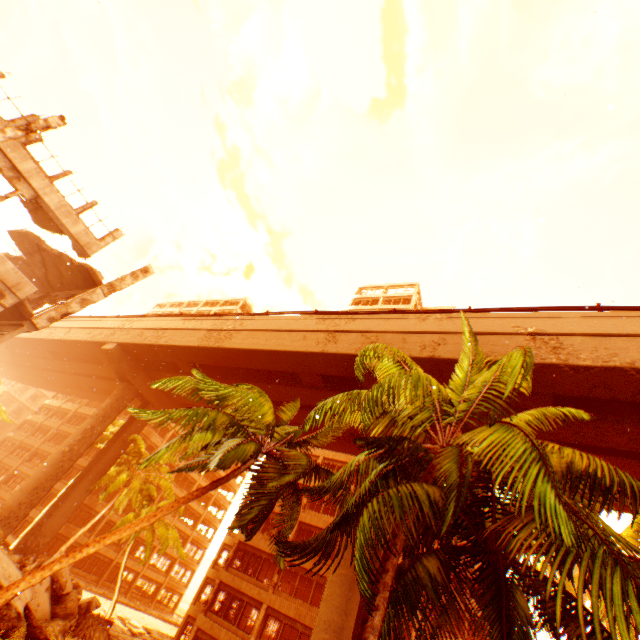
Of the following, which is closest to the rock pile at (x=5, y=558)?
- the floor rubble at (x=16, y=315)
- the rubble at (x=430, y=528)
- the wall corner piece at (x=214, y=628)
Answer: the rubble at (x=430, y=528)

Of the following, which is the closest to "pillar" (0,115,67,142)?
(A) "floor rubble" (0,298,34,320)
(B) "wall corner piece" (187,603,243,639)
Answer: (A) "floor rubble" (0,298,34,320)

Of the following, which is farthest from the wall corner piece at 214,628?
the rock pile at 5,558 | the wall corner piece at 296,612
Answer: the rock pile at 5,558

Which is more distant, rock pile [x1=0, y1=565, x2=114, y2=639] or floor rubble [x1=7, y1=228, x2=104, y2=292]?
floor rubble [x1=7, y1=228, x2=104, y2=292]

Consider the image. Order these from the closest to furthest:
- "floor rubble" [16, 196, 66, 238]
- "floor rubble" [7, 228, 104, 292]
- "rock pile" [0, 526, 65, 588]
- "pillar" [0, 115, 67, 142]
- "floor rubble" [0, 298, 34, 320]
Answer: "rock pile" [0, 526, 65, 588]
"pillar" [0, 115, 67, 142]
"floor rubble" [0, 298, 34, 320]
"floor rubble" [16, 196, 66, 238]
"floor rubble" [7, 228, 104, 292]

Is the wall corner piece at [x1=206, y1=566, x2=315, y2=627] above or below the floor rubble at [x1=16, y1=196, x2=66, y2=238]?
below

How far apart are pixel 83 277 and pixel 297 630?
40.95m

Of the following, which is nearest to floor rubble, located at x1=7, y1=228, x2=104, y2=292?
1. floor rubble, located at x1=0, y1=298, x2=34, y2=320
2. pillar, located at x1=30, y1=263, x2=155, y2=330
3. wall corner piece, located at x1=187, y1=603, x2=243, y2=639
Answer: pillar, located at x1=30, y1=263, x2=155, y2=330
